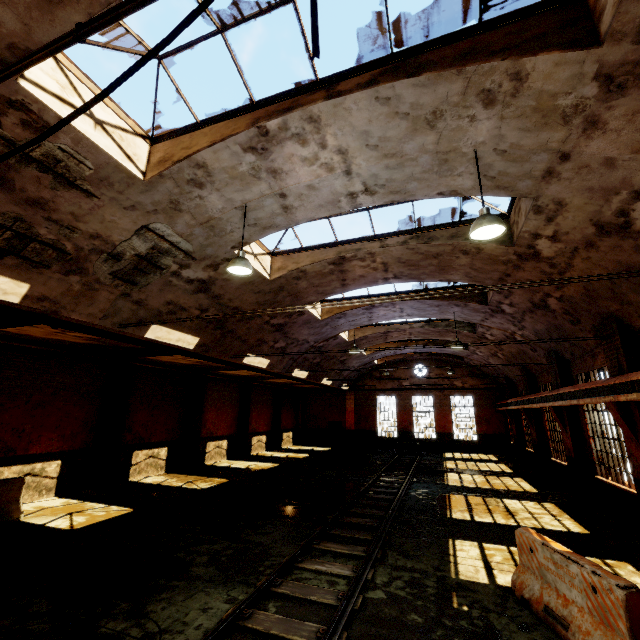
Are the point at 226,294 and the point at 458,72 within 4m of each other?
no

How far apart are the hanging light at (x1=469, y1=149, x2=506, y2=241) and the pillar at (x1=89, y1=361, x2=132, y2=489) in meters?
14.2

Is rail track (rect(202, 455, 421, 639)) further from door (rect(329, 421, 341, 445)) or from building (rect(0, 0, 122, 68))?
door (rect(329, 421, 341, 445))

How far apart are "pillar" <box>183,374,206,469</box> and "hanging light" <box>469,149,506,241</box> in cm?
1652

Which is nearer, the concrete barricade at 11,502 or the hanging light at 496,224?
the hanging light at 496,224

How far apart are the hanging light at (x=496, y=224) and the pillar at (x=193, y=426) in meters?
16.5 m

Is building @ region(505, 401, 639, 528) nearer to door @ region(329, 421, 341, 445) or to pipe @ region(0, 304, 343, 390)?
pipe @ region(0, 304, 343, 390)

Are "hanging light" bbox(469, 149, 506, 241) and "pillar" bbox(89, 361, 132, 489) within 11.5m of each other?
no
